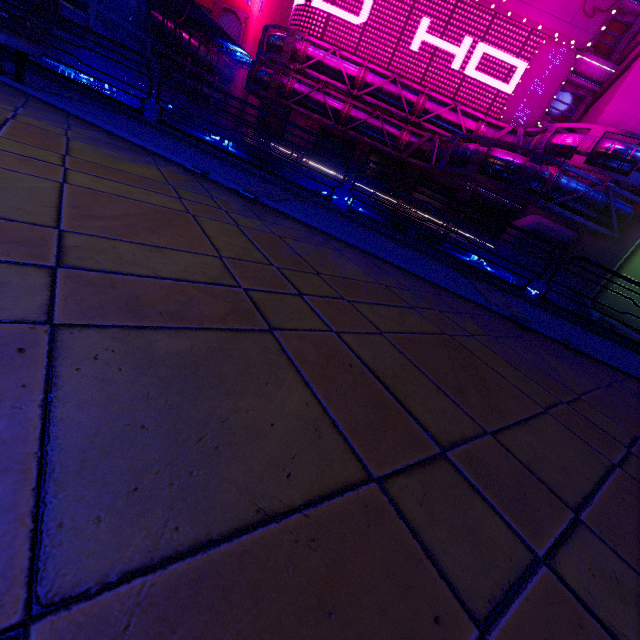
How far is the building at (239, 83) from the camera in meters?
35.4

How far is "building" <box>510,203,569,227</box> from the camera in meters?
23.7 m

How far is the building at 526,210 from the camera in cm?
2368

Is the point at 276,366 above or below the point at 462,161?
below

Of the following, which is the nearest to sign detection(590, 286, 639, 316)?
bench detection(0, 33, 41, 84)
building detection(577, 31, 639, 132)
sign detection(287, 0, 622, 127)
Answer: building detection(577, 31, 639, 132)

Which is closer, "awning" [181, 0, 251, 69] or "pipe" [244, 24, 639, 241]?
"pipe" [244, 24, 639, 241]

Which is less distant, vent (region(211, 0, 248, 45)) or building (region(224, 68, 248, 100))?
vent (region(211, 0, 248, 45))

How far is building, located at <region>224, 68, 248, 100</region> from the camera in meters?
35.4
